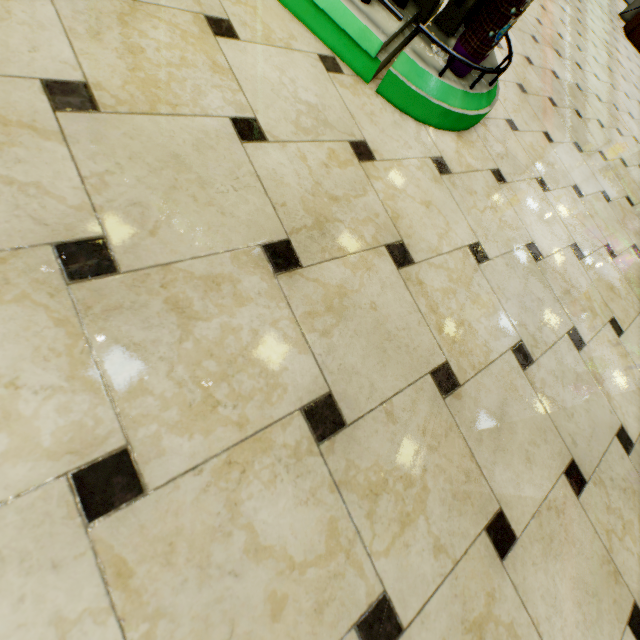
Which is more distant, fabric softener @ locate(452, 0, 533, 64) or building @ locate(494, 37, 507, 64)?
building @ locate(494, 37, 507, 64)

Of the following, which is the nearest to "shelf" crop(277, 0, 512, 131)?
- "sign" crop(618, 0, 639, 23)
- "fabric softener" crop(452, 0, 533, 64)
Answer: "fabric softener" crop(452, 0, 533, 64)

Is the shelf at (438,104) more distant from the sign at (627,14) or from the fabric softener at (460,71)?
the sign at (627,14)

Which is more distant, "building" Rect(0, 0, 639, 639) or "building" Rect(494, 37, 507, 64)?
"building" Rect(494, 37, 507, 64)

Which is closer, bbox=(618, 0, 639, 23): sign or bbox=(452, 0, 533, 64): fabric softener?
bbox=(452, 0, 533, 64): fabric softener

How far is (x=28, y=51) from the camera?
0.77m

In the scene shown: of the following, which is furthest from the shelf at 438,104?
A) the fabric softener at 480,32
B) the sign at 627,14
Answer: the sign at 627,14

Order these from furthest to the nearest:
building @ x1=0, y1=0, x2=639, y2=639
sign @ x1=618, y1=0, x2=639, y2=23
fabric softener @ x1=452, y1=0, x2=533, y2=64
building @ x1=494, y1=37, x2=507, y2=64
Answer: sign @ x1=618, y1=0, x2=639, y2=23
building @ x1=494, y1=37, x2=507, y2=64
fabric softener @ x1=452, y1=0, x2=533, y2=64
building @ x1=0, y1=0, x2=639, y2=639
